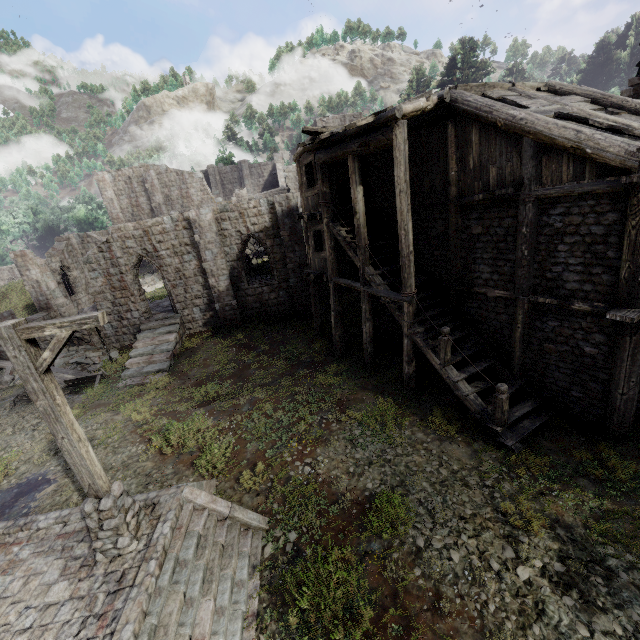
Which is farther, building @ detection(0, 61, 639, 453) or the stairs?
building @ detection(0, 61, 639, 453)

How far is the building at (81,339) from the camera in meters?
20.0 m

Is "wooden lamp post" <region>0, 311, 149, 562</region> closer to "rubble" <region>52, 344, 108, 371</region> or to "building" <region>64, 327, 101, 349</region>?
"building" <region>64, 327, 101, 349</region>

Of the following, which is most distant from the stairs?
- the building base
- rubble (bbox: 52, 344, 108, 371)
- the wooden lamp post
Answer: rubble (bbox: 52, 344, 108, 371)

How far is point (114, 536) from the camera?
6.16m

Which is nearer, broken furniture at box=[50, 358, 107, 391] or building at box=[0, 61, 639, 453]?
building at box=[0, 61, 639, 453]

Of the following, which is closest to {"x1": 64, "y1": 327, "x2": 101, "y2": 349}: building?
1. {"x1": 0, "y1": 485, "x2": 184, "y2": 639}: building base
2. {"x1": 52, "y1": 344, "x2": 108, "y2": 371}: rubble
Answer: {"x1": 52, "y1": 344, "x2": 108, "y2": 371}: rubble

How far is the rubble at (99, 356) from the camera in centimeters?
1925cm
